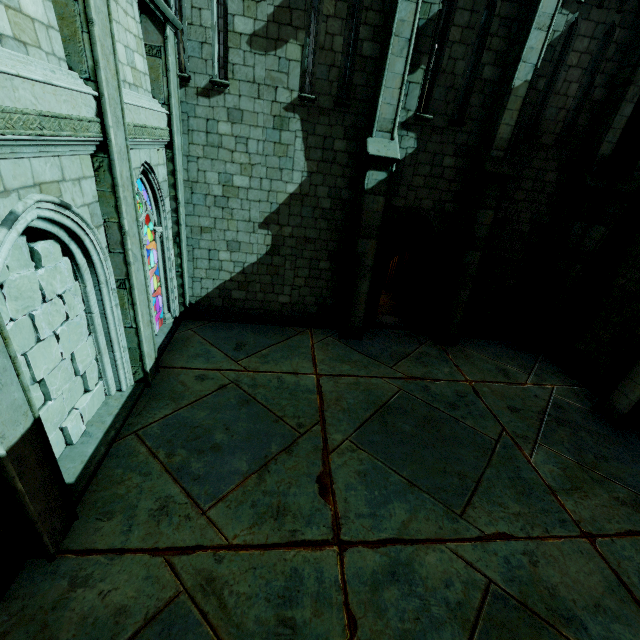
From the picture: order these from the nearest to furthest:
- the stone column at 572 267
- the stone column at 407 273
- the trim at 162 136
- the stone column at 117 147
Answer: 1. the stone column at 117 147
2. the trim at 162 136
3. the stone column at 572 267
4. the stone column at 407 273

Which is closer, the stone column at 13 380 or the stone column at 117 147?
the stone column at 13 380

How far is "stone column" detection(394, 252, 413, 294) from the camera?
13.32m

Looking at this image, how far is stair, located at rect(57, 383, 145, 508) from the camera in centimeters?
502cm

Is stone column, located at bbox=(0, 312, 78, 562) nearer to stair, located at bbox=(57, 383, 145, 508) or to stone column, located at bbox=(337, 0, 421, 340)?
stair, located at bbox=(57, 383, 145, 508)

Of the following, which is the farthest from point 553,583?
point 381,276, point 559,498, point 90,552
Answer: point 381,276

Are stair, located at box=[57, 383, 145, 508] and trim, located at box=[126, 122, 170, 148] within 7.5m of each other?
yes

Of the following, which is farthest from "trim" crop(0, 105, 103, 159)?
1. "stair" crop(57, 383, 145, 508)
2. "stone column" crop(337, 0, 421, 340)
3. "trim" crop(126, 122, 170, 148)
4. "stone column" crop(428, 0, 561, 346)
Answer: "stone column" crop(428, 0, 561, 346)
